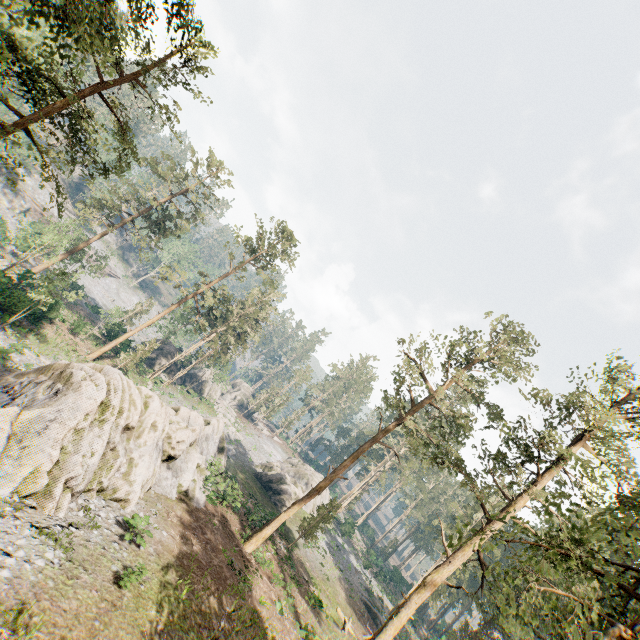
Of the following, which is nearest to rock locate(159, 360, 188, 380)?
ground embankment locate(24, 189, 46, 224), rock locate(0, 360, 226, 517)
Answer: rock locate(0, 360, 226, 517)

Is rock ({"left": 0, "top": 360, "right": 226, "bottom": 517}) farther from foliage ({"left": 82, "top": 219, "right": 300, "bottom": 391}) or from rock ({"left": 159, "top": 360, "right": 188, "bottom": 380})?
rock ({"left": 159, "top": 360, "right": 188, "bottom": 380})

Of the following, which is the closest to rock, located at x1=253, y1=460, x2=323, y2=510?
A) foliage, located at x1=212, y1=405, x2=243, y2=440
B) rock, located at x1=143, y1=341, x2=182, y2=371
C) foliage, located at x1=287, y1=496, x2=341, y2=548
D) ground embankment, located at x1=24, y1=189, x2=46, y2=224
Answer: foliage, located at x1=212, y1=405, x2=243, y2=440

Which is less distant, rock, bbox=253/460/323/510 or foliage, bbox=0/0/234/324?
foliage, bbox=0/0/234/324

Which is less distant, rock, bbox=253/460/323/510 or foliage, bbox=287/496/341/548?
foliage, bbox=287/496/341/548

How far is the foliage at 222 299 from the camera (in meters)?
36.69

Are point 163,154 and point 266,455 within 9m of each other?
no

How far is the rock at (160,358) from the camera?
50.6m
